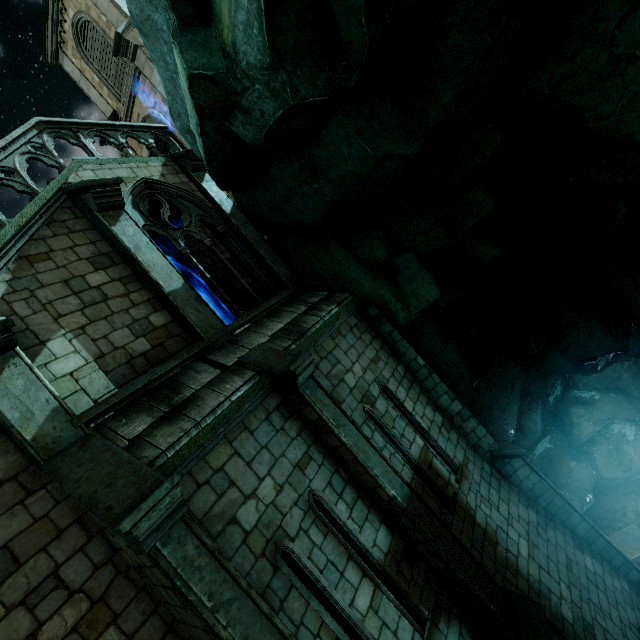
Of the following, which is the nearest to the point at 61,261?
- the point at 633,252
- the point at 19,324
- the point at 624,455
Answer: the point at 19,324
